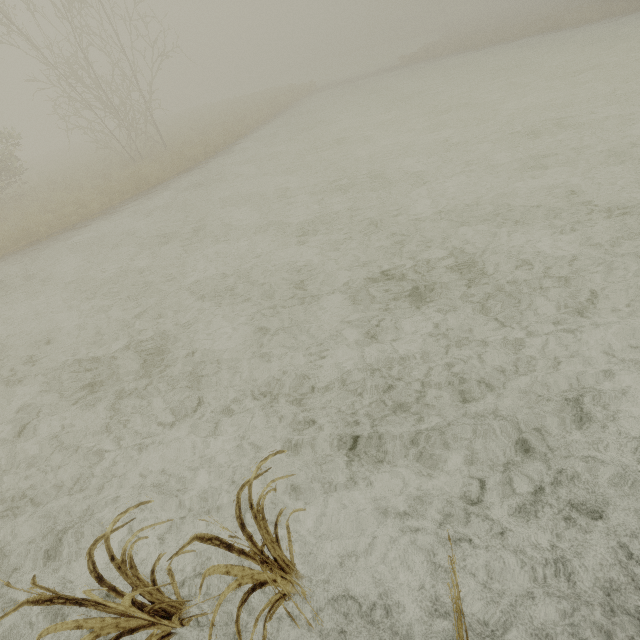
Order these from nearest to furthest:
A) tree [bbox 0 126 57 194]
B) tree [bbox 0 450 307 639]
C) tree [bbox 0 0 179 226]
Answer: tree [bbox 0 450 307 639] < tree [bbox 0 0 179 226] < tree [bbox 0 126 57 194]

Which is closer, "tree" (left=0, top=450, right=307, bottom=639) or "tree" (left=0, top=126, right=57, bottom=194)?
"tree" (left=0, top=450, right=307, bottom=639)

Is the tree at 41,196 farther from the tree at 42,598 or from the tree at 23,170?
the tree at 42,598

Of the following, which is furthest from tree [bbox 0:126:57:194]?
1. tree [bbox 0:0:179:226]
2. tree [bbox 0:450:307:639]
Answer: tree [bbox 0:450:307:639]

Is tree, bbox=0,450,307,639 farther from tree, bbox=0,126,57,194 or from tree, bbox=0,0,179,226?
tree, bbox=0,0,179,226

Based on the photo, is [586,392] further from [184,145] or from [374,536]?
[184,145]
